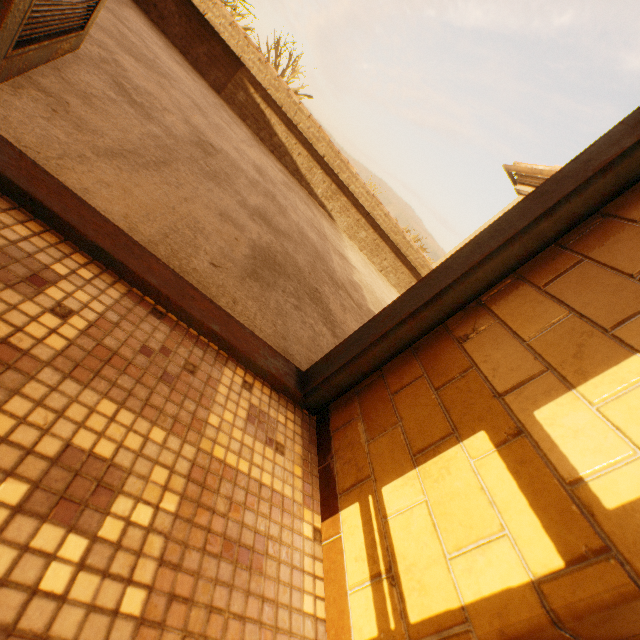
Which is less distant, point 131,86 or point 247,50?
point 131,86
